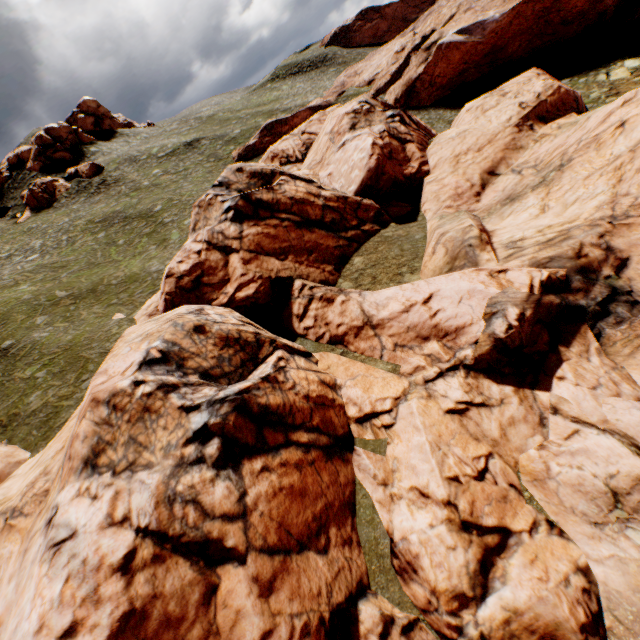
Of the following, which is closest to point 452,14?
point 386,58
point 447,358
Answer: point 386,58

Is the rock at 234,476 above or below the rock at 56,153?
below

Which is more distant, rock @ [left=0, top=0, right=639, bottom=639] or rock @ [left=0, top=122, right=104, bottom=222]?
rock @ [left=0, top=122, right=104, bottom=222]

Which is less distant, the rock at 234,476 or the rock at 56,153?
the rock at 234,476

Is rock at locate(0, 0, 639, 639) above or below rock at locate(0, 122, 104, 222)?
below
